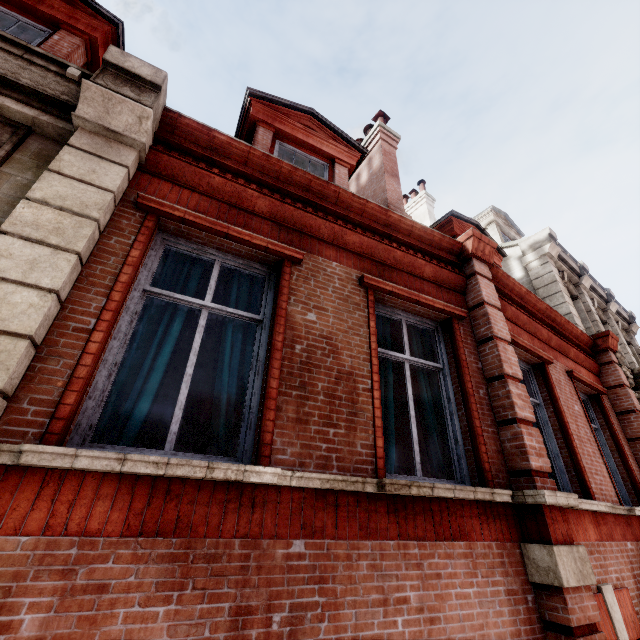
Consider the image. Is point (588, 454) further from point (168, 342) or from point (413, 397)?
point (168, 342)

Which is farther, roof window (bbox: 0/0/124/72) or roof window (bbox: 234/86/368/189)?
roof window (bbox: 234/86/368/189)

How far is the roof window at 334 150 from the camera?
5.86m

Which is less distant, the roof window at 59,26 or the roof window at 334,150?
the roof window at 59,26

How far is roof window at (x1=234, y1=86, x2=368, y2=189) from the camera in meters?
5.9 m
